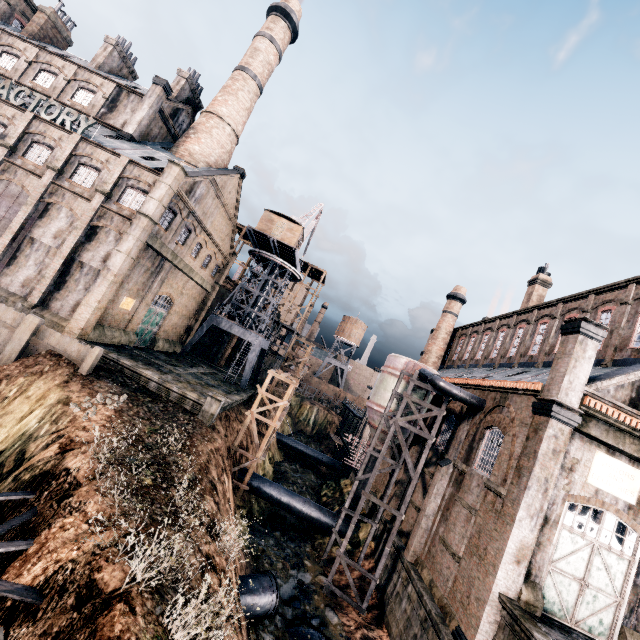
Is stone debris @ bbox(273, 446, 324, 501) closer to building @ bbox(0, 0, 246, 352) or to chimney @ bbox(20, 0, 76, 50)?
building @ bbox(0, 0, 246, 352)

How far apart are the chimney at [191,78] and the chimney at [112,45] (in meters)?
7.59

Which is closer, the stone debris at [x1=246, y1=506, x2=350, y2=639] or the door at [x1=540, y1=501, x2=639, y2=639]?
the door at [x1=540, y1=501, x2=639, y2=639]

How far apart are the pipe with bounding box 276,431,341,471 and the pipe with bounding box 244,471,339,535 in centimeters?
1844cm

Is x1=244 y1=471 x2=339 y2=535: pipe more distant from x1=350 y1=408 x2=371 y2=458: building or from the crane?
the crane

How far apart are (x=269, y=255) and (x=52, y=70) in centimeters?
2862cm

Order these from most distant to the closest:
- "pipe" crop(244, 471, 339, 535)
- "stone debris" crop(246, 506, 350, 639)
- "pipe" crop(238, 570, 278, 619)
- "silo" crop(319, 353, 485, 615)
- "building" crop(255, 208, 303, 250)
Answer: "building" crop(255, 208, 303, 250)
"pipe" crop(244, 471, 339, 535)
"silo" crop(319, 353, 485, 615)
"stone debris" crop(246, 506, 350, 639)
"pipe" crop(238, 570, 278, 619)

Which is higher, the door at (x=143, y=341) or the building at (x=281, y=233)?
the building at (x=281, y=233)
